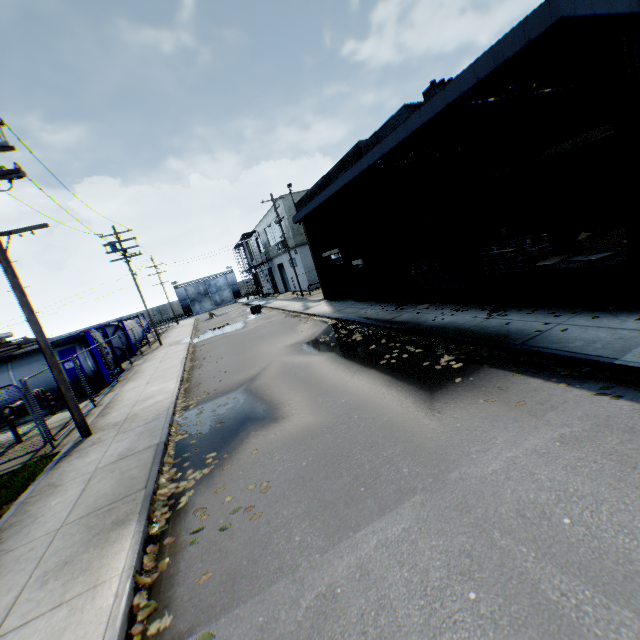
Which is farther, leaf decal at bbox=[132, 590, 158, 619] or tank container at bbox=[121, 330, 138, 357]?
tank container at bbox=[121, 330, 138, 357]

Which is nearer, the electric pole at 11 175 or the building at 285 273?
the electric pole at 11 175

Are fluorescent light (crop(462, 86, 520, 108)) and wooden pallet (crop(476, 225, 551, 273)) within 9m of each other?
yes

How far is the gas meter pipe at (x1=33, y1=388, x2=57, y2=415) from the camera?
12.6m

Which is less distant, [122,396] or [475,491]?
[475,491]

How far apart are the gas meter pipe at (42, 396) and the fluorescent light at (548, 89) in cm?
1854

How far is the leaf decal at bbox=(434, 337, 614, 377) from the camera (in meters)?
5.42

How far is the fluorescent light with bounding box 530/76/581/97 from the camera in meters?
8.4
